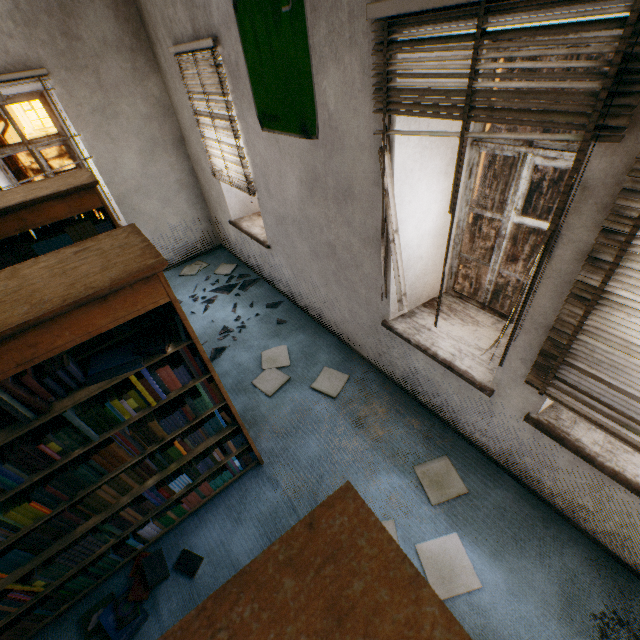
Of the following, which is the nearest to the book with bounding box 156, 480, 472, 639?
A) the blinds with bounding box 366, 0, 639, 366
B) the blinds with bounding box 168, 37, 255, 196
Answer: the blinds with bounding box 366, 0, 639, 366

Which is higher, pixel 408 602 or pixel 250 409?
pixel 408 602

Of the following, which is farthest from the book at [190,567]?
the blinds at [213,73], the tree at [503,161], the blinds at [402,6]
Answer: the tree at [503,161]

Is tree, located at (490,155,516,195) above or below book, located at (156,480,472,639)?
below

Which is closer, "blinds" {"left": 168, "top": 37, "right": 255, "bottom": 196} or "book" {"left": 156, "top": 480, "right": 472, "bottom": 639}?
"book" {"left": 156, "top": 480, "right": 472, "bottom": 639}

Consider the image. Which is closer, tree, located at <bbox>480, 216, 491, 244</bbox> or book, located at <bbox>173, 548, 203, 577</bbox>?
book, located at <bbox>173, 548, 203, 577</bbox>

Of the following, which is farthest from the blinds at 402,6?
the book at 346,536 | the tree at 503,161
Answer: the tree at 503,161

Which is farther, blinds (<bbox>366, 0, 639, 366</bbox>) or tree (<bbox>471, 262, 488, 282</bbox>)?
tree (<bbox>471, 262, 488, 282</bbox>)
